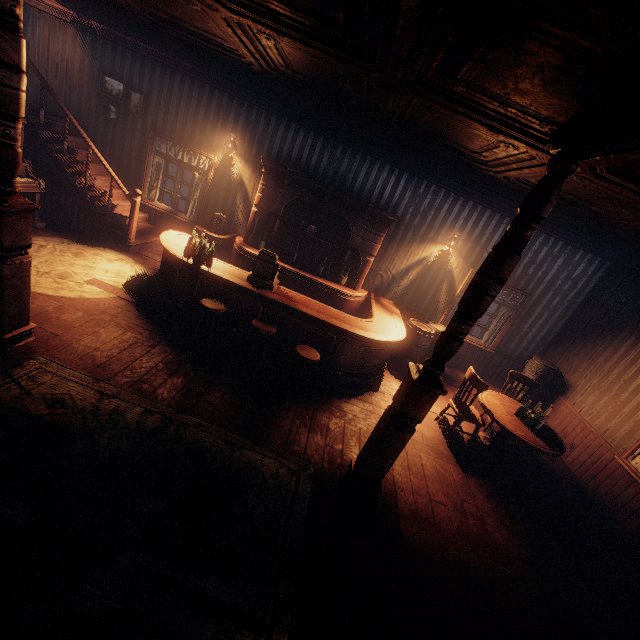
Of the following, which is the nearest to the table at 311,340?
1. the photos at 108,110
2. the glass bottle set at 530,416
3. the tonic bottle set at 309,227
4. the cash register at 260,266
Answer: the cash register at 260,266

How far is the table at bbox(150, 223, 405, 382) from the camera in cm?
541

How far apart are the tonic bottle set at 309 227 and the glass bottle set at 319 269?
0.5 meters

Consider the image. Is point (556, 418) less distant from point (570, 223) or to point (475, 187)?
point (570, 223)

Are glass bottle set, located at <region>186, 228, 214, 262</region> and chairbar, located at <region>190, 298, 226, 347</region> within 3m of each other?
yes

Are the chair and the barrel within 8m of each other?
yes

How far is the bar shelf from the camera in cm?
692

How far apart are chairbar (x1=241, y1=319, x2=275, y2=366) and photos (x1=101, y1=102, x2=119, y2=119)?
6.2m
